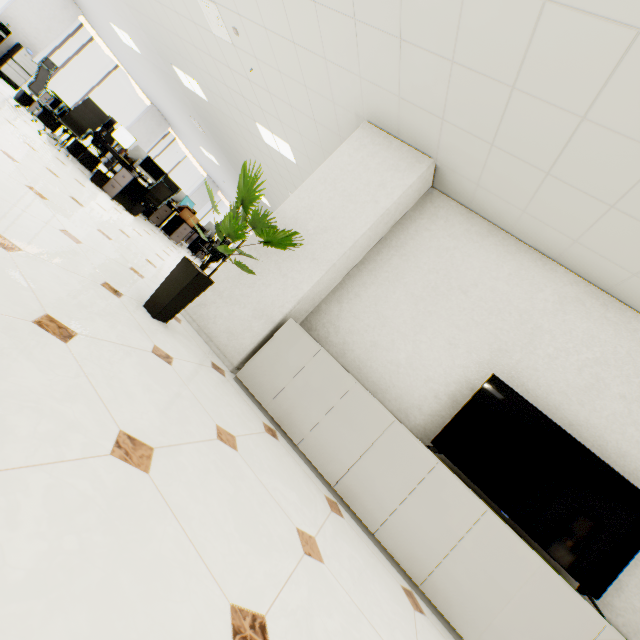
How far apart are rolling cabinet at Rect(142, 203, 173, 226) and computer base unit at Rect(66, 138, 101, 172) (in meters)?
1.38

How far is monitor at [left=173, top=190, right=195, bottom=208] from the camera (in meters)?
9.62

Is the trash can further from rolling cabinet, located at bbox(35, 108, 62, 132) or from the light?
the light

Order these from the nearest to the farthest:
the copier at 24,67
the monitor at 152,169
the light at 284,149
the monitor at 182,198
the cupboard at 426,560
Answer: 1. the cupboard at 426,560
2. the light at 284,149
3. the monitor at 152,169
4. the copier at 24,67
5. the monitor at 182,198

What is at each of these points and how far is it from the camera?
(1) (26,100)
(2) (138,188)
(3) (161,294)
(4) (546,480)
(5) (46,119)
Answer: (1) trash can, 7.37m
(2) rolling cabinet, 6.49m
(3) plant, 2.71m
(4) tv, 2.49m
(5) rolling cabinet, 7.39m

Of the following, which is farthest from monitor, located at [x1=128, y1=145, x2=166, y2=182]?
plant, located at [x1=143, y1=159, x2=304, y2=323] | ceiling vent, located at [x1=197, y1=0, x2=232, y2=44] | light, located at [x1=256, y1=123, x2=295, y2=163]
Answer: plant, located at [x1=143, y1=159, x2=304, y2=323]

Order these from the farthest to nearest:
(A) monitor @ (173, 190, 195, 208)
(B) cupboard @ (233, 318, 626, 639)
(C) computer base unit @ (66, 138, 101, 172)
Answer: (A) monitor @ (173, 190, 195, 208) < (C) computer base unit @ (66, 138, 101, 172) < (B) cupboard @ (233, 318, 626, 639)

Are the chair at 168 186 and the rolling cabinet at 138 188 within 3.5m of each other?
yes
